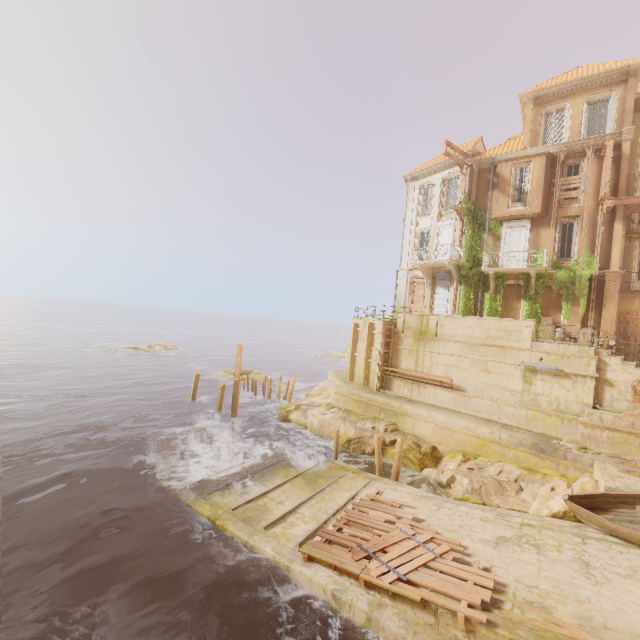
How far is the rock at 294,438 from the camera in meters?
12.6

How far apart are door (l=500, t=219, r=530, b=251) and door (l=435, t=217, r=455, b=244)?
3.1 meters

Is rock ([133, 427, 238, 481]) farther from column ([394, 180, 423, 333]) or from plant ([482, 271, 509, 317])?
column ([394, 180, 423, 333])

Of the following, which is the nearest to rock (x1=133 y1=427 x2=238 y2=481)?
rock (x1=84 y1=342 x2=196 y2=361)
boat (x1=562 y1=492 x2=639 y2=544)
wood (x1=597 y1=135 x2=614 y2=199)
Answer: boat (x1=562 y1=492 x2=639 y2=544)

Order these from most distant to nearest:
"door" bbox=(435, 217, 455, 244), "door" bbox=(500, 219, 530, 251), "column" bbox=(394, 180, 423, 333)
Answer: "door" bbox=(435, 217, 455, 244) < "column" bbox=(394, 180, 423, 333) < "door" bbox=(500, 219, 530, 251)

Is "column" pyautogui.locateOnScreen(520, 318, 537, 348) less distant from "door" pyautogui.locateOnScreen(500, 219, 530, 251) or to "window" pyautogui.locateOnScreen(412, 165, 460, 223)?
"door" pyautogui.locateOnScreen(500, 219, 530, 251)

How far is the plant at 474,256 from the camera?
23.30m

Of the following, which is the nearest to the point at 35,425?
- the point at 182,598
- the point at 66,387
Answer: the point at 66,387
